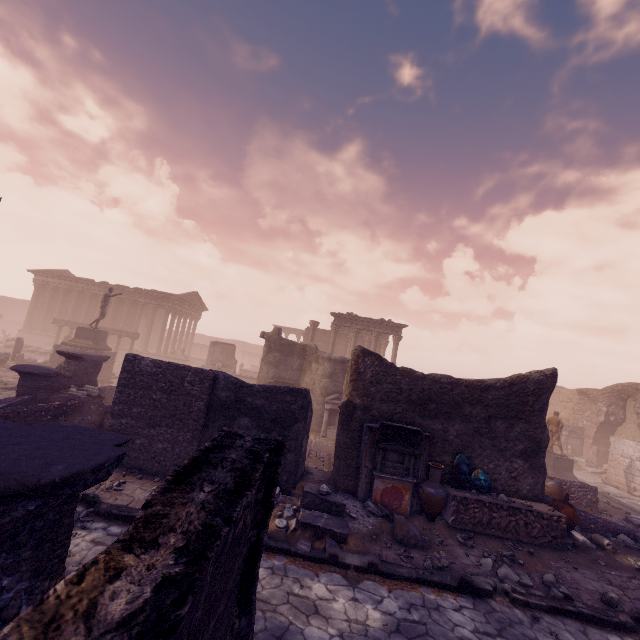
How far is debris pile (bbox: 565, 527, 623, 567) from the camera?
Result: 7.63m

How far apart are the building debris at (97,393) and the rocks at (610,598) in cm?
1544

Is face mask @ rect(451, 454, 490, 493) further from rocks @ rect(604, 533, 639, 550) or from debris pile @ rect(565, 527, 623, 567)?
rocks @ rect(604, 533, 639, 550)

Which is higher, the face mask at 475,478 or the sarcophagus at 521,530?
the face mask at 475,478

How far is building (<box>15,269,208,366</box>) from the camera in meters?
32.7

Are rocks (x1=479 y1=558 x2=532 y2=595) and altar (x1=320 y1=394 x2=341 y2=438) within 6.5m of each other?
no

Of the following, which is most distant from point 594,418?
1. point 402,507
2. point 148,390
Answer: point 148,390

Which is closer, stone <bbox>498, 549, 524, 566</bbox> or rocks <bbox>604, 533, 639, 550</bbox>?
stone <bbox>498, 549, 524, 566</bbox>
